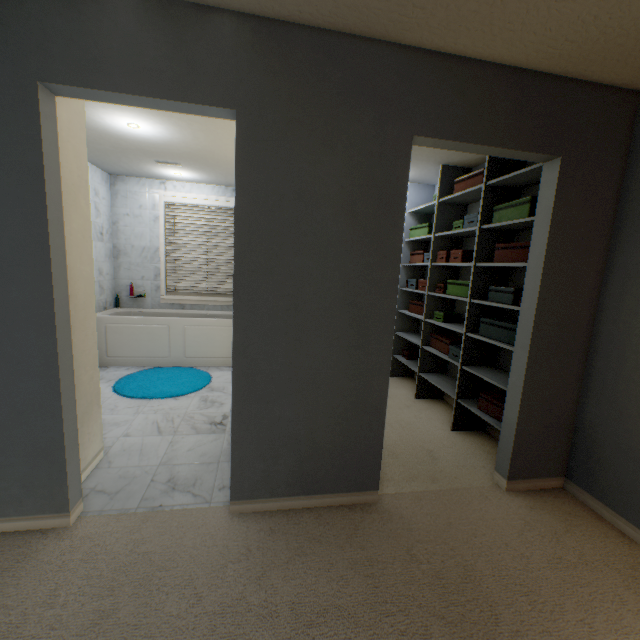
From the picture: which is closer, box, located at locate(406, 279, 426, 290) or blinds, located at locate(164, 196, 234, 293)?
box, located at locate(406, 279, 426, 290)

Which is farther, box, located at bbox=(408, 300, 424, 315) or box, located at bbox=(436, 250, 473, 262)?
box, located at bbox=(408, 300, 424, 315)

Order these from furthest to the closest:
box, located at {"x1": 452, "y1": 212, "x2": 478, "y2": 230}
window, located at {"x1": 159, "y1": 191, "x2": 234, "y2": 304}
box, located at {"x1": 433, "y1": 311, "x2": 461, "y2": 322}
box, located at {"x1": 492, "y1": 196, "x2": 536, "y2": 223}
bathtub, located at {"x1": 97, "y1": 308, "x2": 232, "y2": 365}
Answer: window, located at {"x1": 159, "y1": 191, "x2": 234, "y2": 304}
bathtub, located at {"x1": 97, "y1": 308, "x2": 232, "y2": 365}
box, located at {"x1": 433, "y1": 311, "x2": 461, "y2": 322}
box, located at {"x1": 452, "y1": 212, "x2": 478, "y2": 230}
box, located at {"x1": 492, "y1": 196, "x2": 536, "y2": 223}

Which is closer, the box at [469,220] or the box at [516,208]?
the box at [516,208]

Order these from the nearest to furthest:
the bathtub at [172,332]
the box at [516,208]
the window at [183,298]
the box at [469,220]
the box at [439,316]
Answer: the box at [516,208] < the box at [469,220] < the box at [439,316] < the bathtub at [172,332] < the window at [183,298]

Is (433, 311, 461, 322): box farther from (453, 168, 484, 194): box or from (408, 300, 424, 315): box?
(453, 168, 484, 194): box

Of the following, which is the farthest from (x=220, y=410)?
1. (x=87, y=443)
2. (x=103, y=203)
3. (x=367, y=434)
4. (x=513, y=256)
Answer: (x=103, y=203)

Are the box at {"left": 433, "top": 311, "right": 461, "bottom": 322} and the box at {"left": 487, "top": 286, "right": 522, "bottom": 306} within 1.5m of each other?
yes
